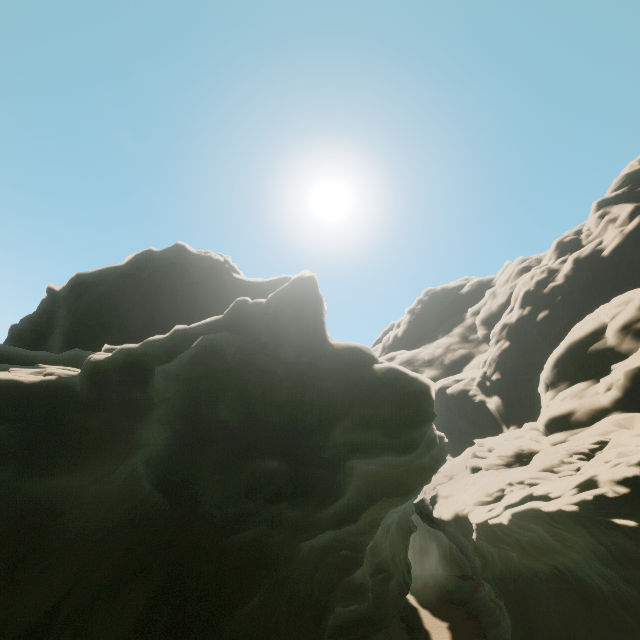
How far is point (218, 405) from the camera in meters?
9.6
